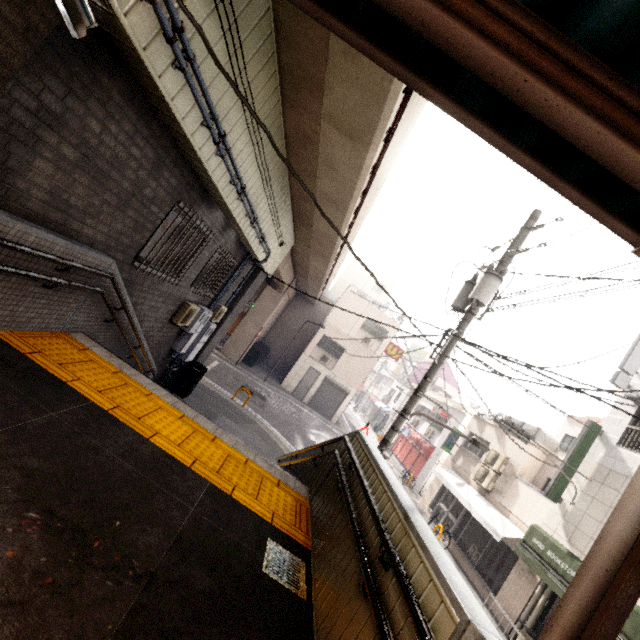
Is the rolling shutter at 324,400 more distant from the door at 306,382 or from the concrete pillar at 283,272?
the concrete pillar at 283,272

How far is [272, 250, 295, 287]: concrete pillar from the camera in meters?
15.4

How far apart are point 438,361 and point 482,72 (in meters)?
6.64

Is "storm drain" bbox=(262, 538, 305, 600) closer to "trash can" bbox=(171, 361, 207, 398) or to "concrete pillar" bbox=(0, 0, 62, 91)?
"concrete pillar" bbox=(0, 0, 62, 91)

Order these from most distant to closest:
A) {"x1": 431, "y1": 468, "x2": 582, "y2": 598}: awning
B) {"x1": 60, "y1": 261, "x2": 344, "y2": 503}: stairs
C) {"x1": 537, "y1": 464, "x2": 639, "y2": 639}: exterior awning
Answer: {"x1": 431, "y1": 468, "x2": 582, "y2": 598}: awning, {"x1": 60, "y1": 261, "x2": 344, "y2": 503}: stairs, {"x1": 537, "y1": 464, "x2": 639, "y2": 639}: exterior awning

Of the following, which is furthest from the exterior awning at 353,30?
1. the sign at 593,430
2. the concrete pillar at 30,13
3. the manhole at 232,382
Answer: the manhole at 232,382

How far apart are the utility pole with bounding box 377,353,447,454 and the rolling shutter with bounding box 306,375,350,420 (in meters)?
16.30

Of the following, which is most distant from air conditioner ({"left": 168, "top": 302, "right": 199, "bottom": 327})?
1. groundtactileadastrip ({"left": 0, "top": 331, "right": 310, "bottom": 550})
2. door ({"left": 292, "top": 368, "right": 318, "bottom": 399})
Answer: door ({"left": 292, "top": 368, "right": 318, "bottom": 399})
